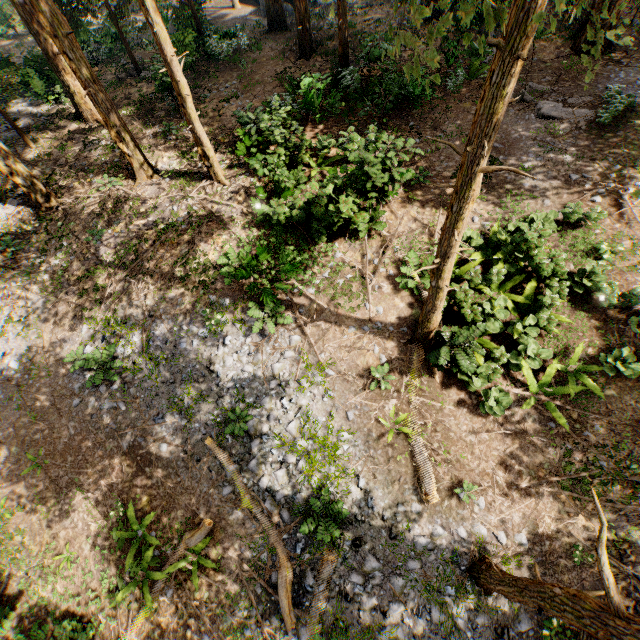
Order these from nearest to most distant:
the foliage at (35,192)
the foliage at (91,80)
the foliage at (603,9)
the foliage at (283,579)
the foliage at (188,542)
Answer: the foliage at (603,9) < the foliage at (283,579) < the foliage at (188,542) < the foliage at (91,80) < the foliage at (35,192)

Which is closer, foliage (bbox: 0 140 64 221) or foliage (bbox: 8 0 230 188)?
foliage (bbox: 8 0 230 188)

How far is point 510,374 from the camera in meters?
9.7 m

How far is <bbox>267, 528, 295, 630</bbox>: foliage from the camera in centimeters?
835cm

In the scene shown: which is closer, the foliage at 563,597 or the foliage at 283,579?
the foliage at 563,597
